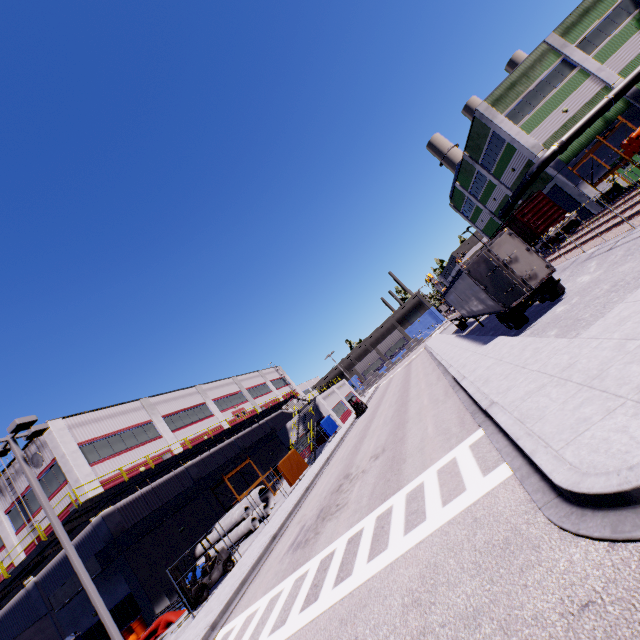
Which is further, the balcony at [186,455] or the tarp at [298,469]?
the tarp at [298,469]

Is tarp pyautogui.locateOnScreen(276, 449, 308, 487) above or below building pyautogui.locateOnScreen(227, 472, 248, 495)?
below

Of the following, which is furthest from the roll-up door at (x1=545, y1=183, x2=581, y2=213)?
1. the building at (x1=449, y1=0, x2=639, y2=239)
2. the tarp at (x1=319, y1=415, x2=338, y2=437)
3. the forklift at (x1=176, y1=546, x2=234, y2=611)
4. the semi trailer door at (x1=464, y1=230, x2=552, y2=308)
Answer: the tarp at (x1=319, y1=415, x2=338, y2=437)

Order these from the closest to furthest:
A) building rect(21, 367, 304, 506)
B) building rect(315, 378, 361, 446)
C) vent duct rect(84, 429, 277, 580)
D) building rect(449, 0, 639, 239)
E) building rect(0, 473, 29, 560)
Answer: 1. vent duct rect(84, 429, 277, 580)
2. building rect(21, 367, 304, 506)
3. building rect(0, 473, 29, 560)
4. building rect(449, 0, 639, 239)
5. building rect(315, 378, 361, 446)

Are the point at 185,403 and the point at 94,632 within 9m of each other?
no

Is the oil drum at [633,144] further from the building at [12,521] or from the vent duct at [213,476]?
the vent duct at [213,476]

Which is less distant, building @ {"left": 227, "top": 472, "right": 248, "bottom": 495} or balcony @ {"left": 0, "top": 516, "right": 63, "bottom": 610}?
balcony @ {"left": 0, "top": 516, "right": 63, "bottom": 610}

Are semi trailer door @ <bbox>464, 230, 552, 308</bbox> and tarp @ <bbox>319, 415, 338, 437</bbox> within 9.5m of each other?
no
